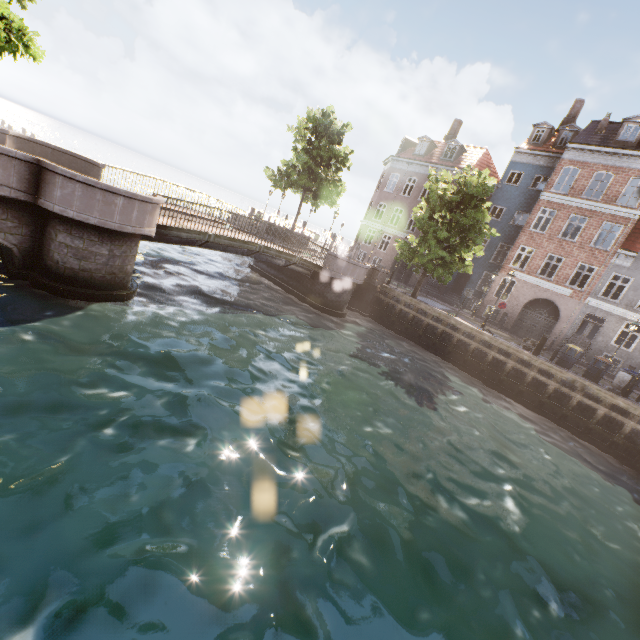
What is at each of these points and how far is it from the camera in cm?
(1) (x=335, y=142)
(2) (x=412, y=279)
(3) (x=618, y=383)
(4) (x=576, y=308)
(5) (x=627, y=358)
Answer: (1) tree, 2389
(2) building, 3059
(3) pillar, 1489
(4) building, 2273
(5) building, 2112

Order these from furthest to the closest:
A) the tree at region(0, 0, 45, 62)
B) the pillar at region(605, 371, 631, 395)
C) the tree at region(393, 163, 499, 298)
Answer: the tree at region(393, 163, 499, 298)
the pillar at region(605, 371, 631, 395)
the tree at region(0, 0, 45, 62)

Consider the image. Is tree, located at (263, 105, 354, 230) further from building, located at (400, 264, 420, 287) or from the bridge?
building, located at (400, 264, 420, 287)

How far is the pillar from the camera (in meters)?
14.74

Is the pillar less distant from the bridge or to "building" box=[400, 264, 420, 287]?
"building" box=[400, 264, 420, 287]

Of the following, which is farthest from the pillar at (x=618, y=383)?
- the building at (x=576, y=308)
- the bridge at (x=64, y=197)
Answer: the bridge at (x=64, y=197)

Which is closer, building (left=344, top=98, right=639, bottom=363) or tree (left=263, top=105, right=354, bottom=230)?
building (left=344, top=98, right=639, bottom=363)

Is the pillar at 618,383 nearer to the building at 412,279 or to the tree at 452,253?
the tree at 452,253
